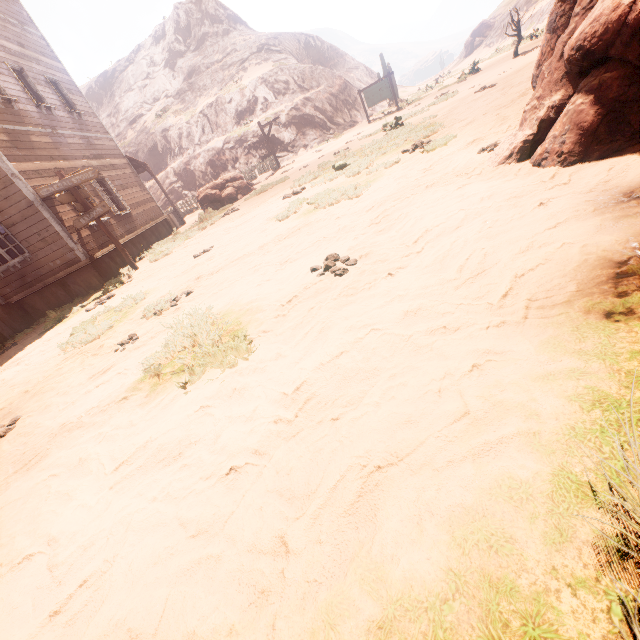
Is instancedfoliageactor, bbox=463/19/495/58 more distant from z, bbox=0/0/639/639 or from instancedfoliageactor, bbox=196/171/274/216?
instancedfoliageactor, bbox=196/171/274/216

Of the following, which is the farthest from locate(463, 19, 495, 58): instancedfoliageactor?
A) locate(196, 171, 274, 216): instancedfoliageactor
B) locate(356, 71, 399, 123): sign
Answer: locate(196, 171, 274, 216): instancedfoliageactor

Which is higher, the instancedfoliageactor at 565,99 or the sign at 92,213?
the sign at 92,213

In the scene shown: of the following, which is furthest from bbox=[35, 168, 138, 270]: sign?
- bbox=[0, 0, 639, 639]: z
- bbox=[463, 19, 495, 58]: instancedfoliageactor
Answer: bbox=[463, 19, 495, 58]: instancedfoliageactor

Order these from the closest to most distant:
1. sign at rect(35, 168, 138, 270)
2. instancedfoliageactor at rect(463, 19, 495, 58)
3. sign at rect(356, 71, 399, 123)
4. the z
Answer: the z < sign at rect(35, 168, 138, 270) < sign at rect(356, 71, 399, 123) < instancedfoliageactor at rect(463, 19, 495, 58)

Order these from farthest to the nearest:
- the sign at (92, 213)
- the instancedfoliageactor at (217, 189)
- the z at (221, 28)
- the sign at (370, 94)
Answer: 1. the sign at (370, 94)
2. the instancedfoliageactor at (217, 189)
3. the sign at (92, 213)
4. the z at (221, 28)

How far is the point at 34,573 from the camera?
1.79m

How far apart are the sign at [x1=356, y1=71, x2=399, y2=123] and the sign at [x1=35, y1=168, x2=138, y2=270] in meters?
19.2 m
